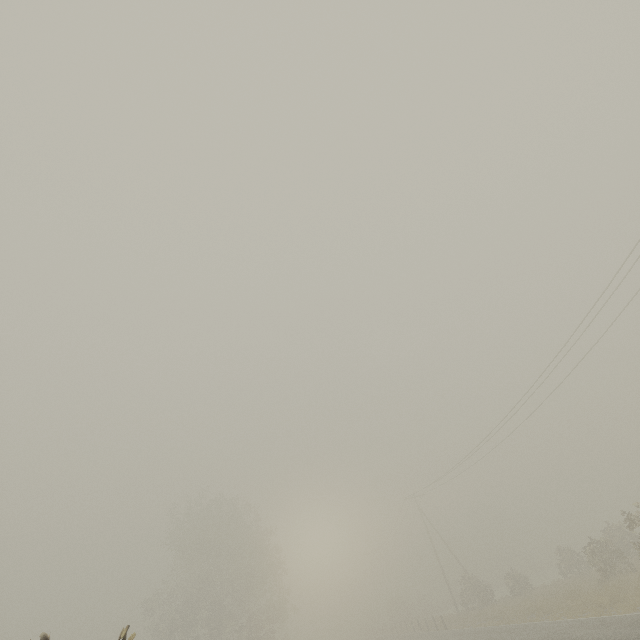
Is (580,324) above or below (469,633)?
above
